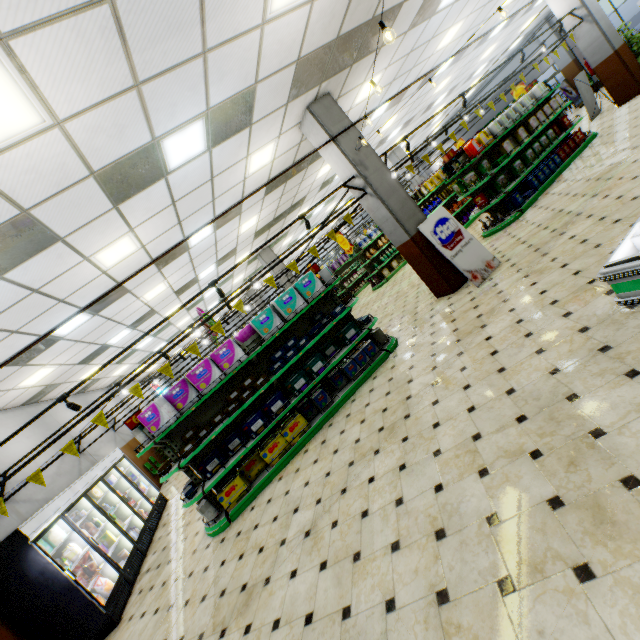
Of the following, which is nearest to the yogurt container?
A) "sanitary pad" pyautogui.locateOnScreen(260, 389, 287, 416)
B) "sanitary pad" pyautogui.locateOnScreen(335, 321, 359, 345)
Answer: "sanitary pad" pyautogui.locateOnScreen(260, 389, 287, 416)

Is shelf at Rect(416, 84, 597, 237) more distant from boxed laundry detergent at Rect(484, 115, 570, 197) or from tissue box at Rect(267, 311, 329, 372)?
tissue box at Rect(267, 311, 329, 372)

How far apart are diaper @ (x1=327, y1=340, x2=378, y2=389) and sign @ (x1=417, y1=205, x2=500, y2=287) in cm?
223

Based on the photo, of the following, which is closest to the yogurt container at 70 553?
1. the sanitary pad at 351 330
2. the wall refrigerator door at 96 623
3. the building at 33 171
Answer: the wall refrigerator door at 96 623

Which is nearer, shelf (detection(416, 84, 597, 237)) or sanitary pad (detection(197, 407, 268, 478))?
sanitary pad (detection(197, 407, 268, 478))

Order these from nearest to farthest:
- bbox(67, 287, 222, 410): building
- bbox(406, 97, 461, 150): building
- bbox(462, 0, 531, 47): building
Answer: Answer:
bbox(462, 0, 531, 47): building
bbox(67, 287, 222, 410): building
bbox(406, 97, 461, 150): building

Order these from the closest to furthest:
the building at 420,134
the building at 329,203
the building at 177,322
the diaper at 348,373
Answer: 1. the diaper at 348,373
2. the building at 177,322
3. the building at 329,203
4. the building at 420,134

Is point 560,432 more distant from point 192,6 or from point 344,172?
point 344,172
